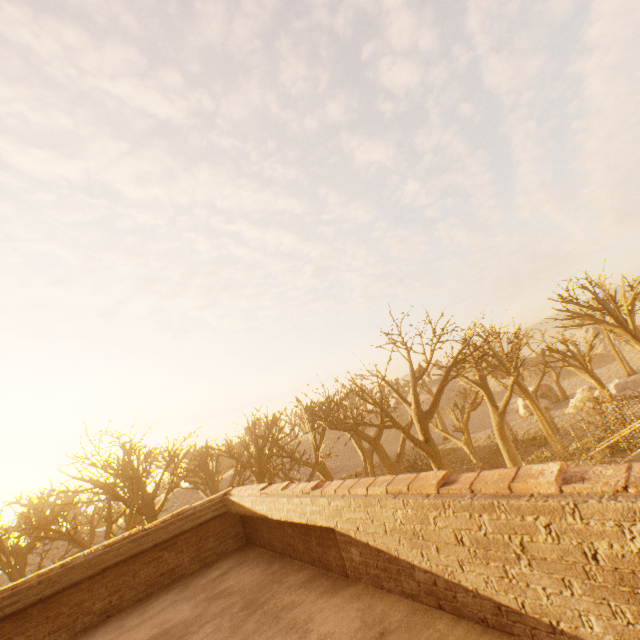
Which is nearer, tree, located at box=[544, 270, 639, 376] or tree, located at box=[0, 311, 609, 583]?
tree, located at box=[0, 311, 609, 583]

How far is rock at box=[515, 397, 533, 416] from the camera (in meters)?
40.53

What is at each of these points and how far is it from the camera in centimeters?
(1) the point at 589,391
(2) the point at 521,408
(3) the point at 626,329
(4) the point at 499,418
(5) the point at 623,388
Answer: (1) rock, 3347cm
(2) rock, 4153cm
(3) tree, 2261cm
(4) tree, 2012cm
(5) rock, 3120cm

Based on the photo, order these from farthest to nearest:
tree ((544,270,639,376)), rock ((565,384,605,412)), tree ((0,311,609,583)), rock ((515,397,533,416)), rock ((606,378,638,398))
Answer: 1. rock ((515,397,533,416))
2. rock ((565,384,605,412))
3. rock ((606,378,638,398))
4. tree ((544,270,639,376))
5. tree ((0,311,609,583))

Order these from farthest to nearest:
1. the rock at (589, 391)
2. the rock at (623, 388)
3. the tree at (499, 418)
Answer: the rock at (589, 391) → the rock at (623, 388) → the tree at (499, 418)

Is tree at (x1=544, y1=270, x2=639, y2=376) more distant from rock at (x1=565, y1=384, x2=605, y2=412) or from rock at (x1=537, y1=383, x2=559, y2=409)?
rock at (x1=537, y1=383, x2=559, y2=409)

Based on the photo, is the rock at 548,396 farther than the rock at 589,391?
Yes

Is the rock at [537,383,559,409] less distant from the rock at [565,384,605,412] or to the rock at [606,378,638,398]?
the rock at [565,384,605,412]
